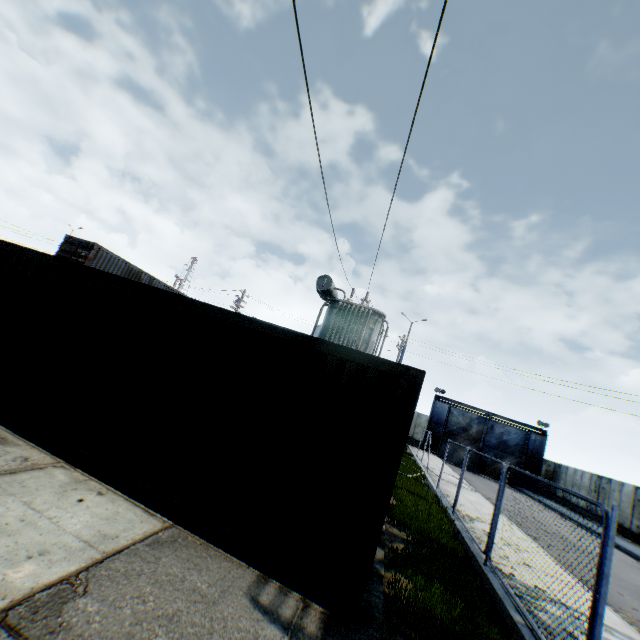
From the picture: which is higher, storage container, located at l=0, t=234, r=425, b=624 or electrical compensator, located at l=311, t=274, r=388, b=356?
electrical compensator, located at l=311, t=274, r=388, b=356

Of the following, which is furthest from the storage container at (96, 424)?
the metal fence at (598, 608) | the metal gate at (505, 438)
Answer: the metal gate at (505, 438)

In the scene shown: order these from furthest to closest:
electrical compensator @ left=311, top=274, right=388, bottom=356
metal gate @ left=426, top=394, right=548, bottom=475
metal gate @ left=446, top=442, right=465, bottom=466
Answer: metal gate @ left=446, top=442, right=465, bottom=466 → metal gate @ left=426, top=394, right=548, bottom=475 → electrical compensator @ left=311, top=274, right=388, bottom=356

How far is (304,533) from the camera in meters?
4.1

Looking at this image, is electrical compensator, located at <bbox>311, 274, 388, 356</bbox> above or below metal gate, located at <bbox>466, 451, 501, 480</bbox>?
above

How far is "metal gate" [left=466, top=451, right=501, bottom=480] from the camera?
32.4 meters

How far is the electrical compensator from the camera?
14.0 meters
